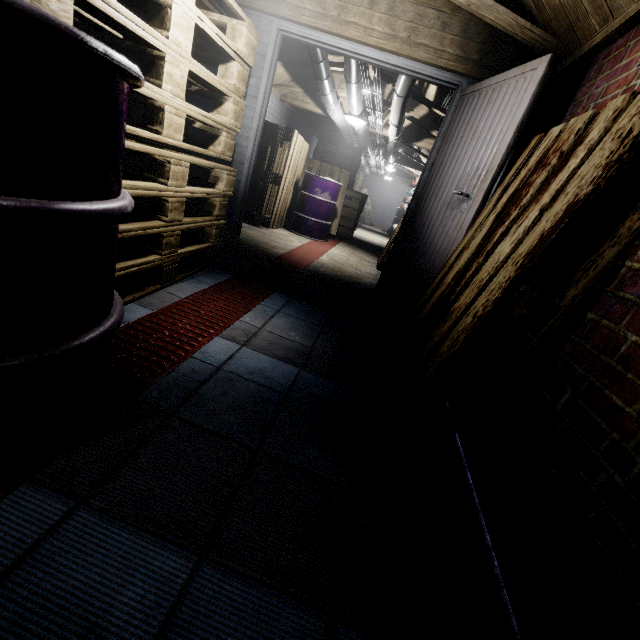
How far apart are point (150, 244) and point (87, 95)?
1.4 meters

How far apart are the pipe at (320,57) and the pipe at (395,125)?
0.4m

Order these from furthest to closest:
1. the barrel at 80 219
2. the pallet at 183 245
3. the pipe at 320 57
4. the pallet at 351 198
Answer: the pallet at 351 198 < the pipe at 320 57 < the pallet at 183 245 < the barrel at 80 219

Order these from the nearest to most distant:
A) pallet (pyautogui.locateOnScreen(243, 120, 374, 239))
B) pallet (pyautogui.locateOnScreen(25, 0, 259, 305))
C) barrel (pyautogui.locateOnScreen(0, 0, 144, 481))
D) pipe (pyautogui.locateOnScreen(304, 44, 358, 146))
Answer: barrel (pyautogui.locateOnScreen(0, 0, 144, 481)) → pallet (pyautogui.locateOnScreen(25, 0, 259, 305)) → pipe (pyautogui.locateOnScreen(304, 44, 358, 146)) → pallet (pyautogui.locateOnScreen(243, 120, 374, 239))

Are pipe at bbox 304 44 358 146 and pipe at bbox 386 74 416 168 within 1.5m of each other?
yes

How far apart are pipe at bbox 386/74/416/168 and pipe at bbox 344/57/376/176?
0.36m

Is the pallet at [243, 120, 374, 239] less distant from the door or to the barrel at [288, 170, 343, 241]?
the barrel at [288, 170, 343, 241]

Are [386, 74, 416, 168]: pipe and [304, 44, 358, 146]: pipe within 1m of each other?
yes
